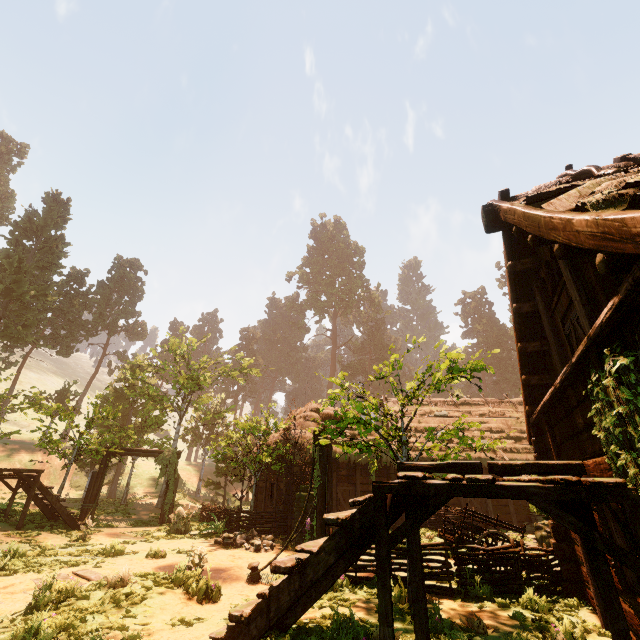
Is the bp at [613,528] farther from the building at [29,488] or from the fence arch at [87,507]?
the fence arch at [87,507]

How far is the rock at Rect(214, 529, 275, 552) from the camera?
11.0 meters

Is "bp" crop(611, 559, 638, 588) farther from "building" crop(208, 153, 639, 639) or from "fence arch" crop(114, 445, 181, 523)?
"fence arch" crop(114, 445, 181, 523)

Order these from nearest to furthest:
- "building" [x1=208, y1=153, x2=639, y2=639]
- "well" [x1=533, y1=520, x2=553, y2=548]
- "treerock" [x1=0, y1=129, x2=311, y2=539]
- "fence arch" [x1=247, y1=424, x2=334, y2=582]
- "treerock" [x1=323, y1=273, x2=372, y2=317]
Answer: "building" [x1=208, y1=153, x2=639, y2=639], "fence arch" [x1=247, y1=424, x2=334, y2=582], "well" [x1=533, y1=520, x2=553, y2=548], "treerock" [x1=0, y1=129, x2=311, y2=539], "treerock" [x1=323, y1=273, x2=372, y2=317]

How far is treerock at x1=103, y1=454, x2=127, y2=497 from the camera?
17.58m

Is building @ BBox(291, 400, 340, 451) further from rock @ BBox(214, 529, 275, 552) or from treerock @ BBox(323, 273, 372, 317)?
rock @ BBox(214, 529, 275, 552)

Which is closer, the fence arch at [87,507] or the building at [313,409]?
the fence arch at [87,507]

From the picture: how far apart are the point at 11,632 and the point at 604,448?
8.8m
